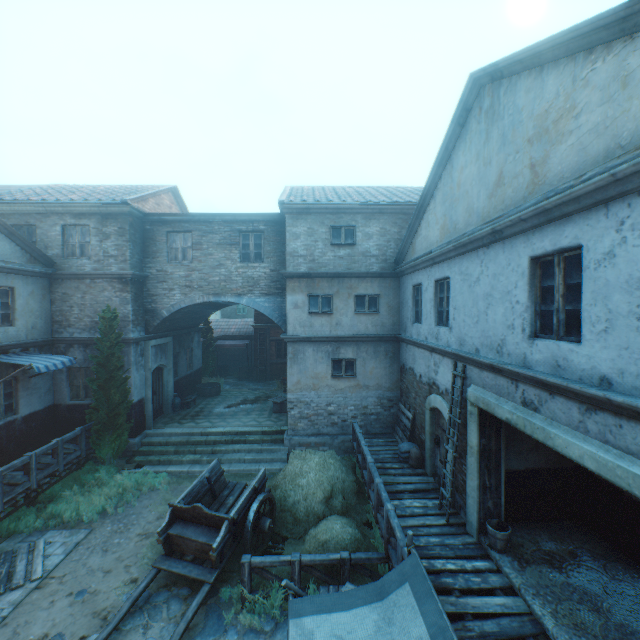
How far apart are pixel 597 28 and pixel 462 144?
3.71m

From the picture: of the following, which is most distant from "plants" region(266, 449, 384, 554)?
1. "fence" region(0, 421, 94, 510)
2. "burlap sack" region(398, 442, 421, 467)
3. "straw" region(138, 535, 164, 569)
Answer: "fence" region(0, 421, 94, 510)

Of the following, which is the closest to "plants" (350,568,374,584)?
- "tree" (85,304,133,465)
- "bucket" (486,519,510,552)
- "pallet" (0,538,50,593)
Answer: "bucket" (486,519,510,552)

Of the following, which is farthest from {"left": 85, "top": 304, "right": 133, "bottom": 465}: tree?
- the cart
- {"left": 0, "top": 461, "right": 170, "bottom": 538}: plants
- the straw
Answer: the cart

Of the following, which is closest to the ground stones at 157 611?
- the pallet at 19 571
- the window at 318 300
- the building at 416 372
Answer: the building at 416 372

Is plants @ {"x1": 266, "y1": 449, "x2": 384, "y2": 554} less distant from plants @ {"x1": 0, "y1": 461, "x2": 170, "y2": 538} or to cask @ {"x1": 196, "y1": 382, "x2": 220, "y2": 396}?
plants @ {"x1": 0, "y1": 461, "x2": 170, "y2": 538}

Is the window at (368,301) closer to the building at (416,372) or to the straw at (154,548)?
the building at (416,372)

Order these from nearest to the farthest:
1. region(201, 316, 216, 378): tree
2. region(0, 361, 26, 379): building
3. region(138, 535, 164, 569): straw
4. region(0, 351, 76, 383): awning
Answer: region(138, 535, 164, 569): straw < region(0, 351, 76, 383): awning < region(0, 361, 26, 379): building < region(201, 316, 216, 378): tree
